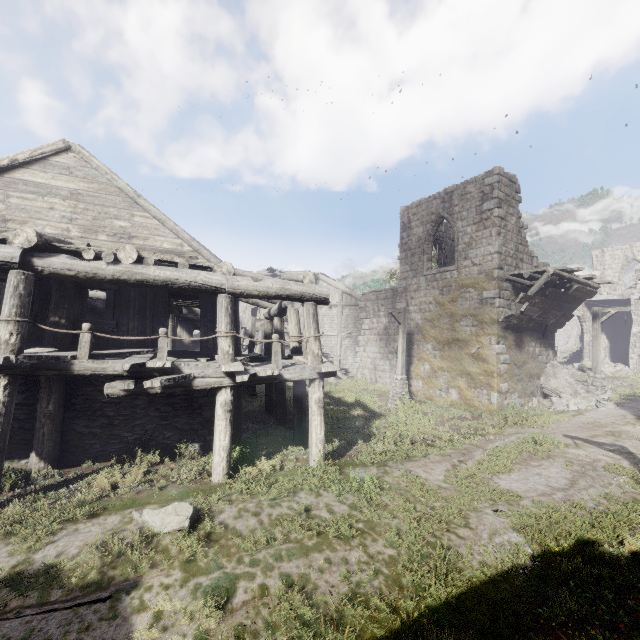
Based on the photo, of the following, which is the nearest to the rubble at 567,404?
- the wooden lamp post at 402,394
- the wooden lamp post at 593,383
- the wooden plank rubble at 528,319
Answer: the wooden lamp post at 593,383

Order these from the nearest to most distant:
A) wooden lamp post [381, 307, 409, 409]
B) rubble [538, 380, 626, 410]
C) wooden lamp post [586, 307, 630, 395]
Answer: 1. rubble [538, 380, 626, 410]
2. wooden lamp post [381, 307, 409, 409]
3. wooden lamp post [586, 307, 630, 395]

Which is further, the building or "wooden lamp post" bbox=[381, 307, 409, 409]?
"wooden lamp post" bbox=[381, 307, 409, 409]

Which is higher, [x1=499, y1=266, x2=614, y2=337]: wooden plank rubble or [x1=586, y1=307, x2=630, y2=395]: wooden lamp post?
[x1=499, y1=266, x2=614, y2=337]: wooden plank rubble

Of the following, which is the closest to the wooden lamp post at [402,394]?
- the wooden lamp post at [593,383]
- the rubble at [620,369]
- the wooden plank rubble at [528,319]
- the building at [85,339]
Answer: the building at [85,339]

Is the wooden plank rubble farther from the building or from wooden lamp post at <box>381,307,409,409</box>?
wooden lamp post at <box>381,307,409,409</box>

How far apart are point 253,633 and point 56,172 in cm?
1175

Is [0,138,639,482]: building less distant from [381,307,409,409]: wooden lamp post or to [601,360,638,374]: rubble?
[601,360,638,374]: rubble
